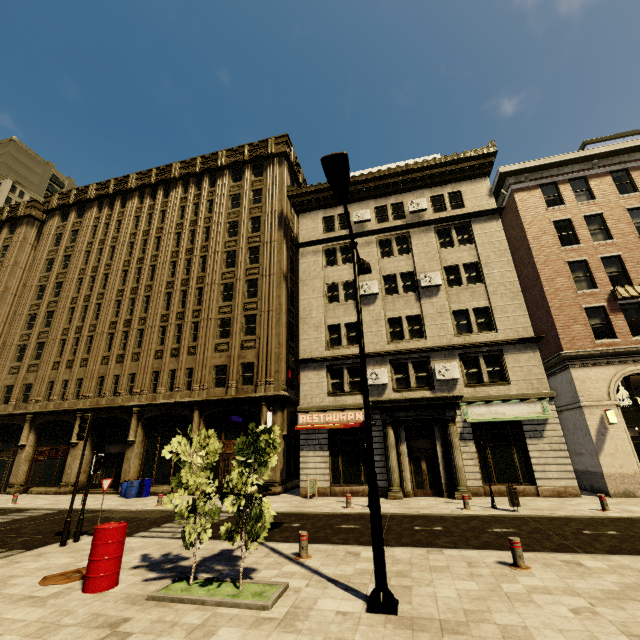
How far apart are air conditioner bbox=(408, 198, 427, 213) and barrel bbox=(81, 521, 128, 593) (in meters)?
22.52

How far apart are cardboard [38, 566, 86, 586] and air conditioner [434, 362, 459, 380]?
16.16m

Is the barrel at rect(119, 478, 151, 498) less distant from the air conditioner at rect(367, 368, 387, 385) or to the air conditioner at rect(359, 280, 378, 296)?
the air conditioner at rect(367, 368, 387, 385)

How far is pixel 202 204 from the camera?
29.1m

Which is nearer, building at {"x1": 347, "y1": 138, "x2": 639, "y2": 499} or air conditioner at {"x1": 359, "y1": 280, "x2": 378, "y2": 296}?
building at {"x1": 347, "y1": 138, "x2": 639, "y2": 499}

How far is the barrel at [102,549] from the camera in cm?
652

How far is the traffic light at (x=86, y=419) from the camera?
9.9 meters

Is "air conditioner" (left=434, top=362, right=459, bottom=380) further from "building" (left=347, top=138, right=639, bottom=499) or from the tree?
the tree
